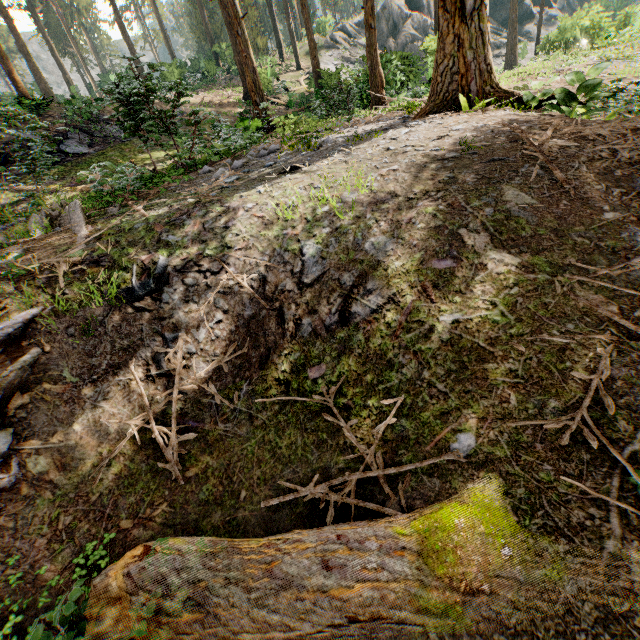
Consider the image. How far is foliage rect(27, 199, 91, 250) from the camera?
5.2m

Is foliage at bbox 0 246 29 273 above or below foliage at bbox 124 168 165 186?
below

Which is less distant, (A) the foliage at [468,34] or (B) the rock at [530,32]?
(A) the foliage at [468,34]

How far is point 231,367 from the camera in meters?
3.6

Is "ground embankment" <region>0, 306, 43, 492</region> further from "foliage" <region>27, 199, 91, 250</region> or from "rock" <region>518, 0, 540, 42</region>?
"rock" <region>518, 0, 540, 42</region>

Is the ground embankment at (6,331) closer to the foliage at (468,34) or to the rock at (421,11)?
the foliage at (468,34)

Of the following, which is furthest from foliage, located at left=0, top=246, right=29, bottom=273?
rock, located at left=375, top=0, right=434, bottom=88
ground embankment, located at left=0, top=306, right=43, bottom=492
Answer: rock, located at left=375, top=0, right=434, bottom=88
